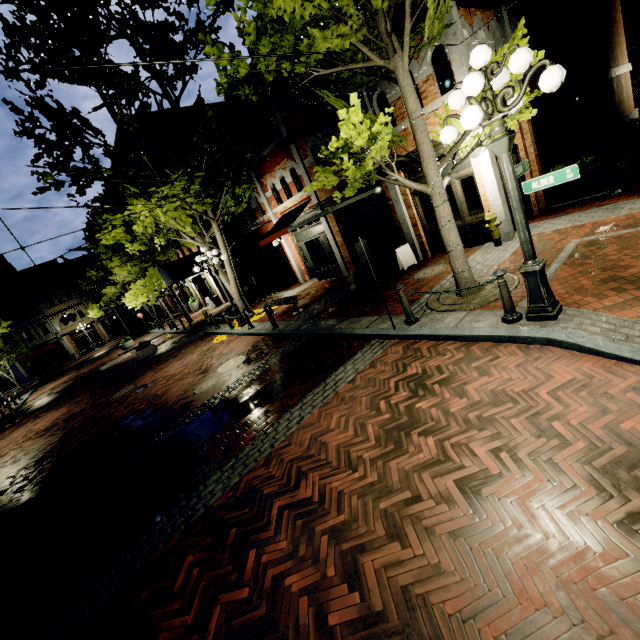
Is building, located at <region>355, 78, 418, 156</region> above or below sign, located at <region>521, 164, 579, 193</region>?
above

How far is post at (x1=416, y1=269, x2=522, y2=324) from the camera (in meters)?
4.89

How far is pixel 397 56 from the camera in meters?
5.6

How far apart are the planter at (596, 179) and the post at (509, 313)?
7.51m

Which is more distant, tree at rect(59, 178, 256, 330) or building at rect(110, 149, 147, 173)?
building at rect(110, 149, 147, 173)

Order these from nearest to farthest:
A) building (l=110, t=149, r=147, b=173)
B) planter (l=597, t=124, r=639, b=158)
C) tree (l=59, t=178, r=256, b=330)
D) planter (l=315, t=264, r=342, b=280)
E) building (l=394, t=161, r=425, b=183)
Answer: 1. building (l=394, t=161, r=425, b=183)
2. tree (l=59, t=178, r=256, b=330)
3. planter (l=597, t=124, r=639, b=158)
4. planter (l=315, t=264, r=342, b=280)
5. building (l=110, t=149, r=147, b=173)

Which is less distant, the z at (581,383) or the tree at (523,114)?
the z at (581,383)

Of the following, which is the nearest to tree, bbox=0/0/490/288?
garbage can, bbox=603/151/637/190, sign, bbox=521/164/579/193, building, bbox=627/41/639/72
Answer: building, bbox=627/41/639/72
